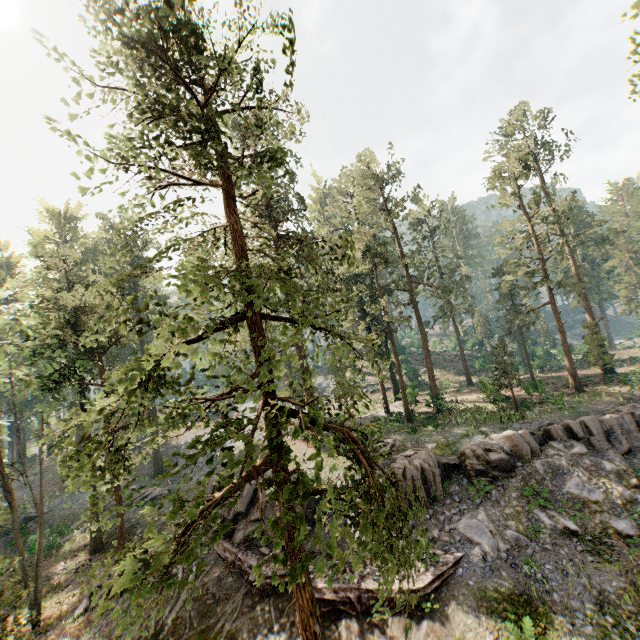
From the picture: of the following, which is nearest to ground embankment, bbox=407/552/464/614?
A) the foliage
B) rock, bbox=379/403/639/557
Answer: rock, bbox=379/403/639/557

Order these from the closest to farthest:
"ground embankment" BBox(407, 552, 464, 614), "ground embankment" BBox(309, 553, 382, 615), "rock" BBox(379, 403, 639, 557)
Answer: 1. "ground embankment" BBox(407, 552, 464, 614)
2. "ground embankment" BBox(309, 553, 382, 615)
3. "rock" BBox(379, 403, 639, 557)

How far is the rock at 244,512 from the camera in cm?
2012

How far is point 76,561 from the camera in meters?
24.4 m

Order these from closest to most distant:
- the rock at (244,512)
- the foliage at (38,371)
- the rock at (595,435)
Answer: the foliage at (38,371) → the rock at (595,435) → the rock at (244,512)

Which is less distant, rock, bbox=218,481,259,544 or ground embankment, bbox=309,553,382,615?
ground embankment, bbox=309,553,382,615

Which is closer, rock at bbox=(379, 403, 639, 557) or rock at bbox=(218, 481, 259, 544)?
rock at bbox=(379, 403, 639, 557)
